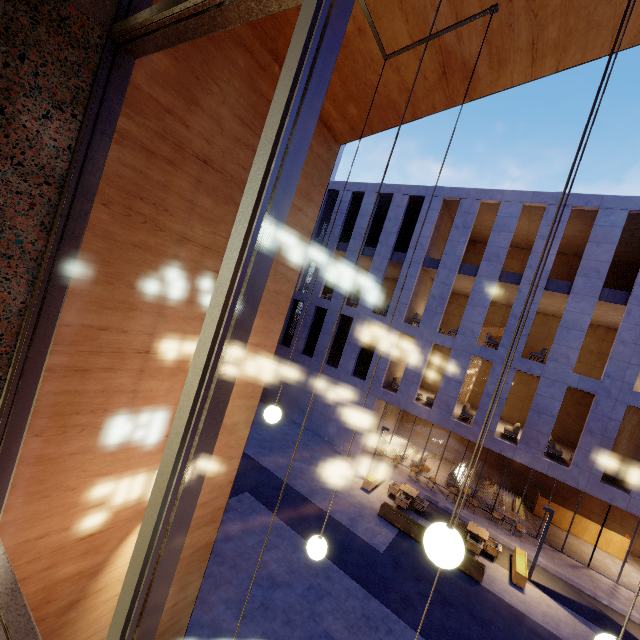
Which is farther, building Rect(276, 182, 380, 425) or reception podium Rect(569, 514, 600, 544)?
building Rect(276, 182, 380, 425)

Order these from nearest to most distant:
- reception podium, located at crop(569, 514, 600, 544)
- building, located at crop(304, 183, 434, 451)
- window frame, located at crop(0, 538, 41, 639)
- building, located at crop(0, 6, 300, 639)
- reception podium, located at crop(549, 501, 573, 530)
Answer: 1. window frame, located at crop(0, 538, 41, 639)
2. building, located at crop(0, 6, 300, 639)
3. reception podium, located at crop(569, 514, 600, 544)
4. reception podium, located at crop(549, 501, 573, 530)
5. building, located at crop(304, 183, 434, 451)

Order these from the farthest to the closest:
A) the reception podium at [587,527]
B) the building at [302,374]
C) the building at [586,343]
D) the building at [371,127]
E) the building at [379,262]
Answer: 1. the building at [302,374]
2. the building at [379,262]
3. the reception podium at [587,527]
4. the building at [586,343]
5. the building at [371,127]

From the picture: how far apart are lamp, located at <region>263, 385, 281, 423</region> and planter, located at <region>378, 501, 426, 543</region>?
12.41m

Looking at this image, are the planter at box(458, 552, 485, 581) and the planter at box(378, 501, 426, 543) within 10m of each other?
yes

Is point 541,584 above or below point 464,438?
below

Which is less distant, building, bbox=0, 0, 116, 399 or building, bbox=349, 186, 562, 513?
building, bbox=0, 0, 116, 399

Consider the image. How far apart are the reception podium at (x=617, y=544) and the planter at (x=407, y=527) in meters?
9.7
